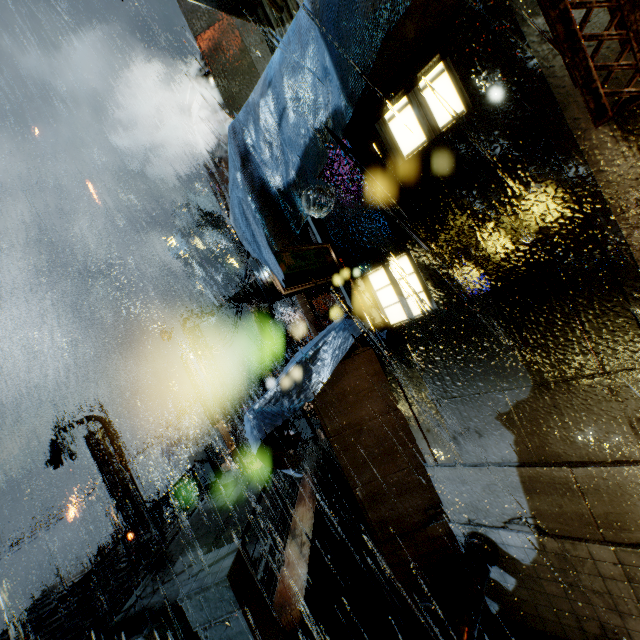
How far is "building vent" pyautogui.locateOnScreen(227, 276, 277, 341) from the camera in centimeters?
1175cm

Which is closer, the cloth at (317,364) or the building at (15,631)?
the cloth at (317,364)

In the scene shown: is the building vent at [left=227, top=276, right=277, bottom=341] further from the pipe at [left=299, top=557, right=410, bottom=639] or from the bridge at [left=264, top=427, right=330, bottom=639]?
the pipe at [left=299, top=557, right=410, bottom=639]

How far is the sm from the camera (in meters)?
40.03

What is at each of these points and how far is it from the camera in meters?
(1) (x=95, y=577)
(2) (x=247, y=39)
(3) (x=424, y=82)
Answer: (1) building, 12.7
(2) building, 7.0
(3) building, 4.3

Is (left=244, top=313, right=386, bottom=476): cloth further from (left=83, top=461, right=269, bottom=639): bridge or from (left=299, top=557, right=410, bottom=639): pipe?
(left=299, top=557, right=410, bottom=639): pipe

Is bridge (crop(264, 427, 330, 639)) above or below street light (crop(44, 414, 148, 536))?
below

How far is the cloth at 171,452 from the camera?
43.2 meters
